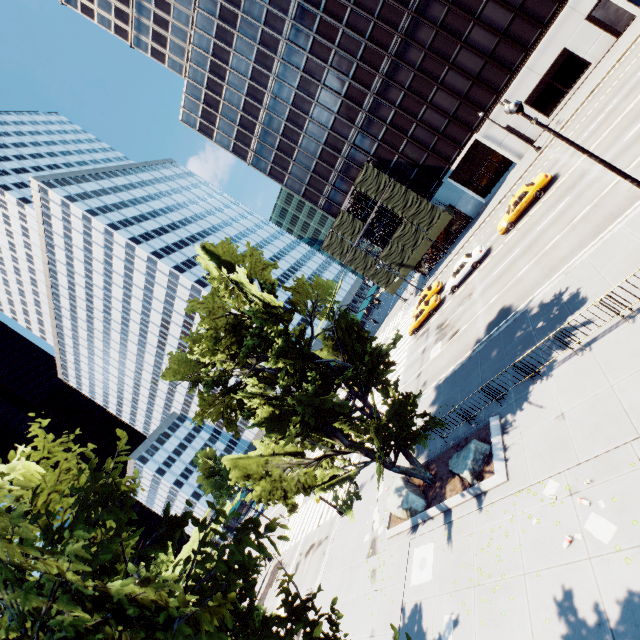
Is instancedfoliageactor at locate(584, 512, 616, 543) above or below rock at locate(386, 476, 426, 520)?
below

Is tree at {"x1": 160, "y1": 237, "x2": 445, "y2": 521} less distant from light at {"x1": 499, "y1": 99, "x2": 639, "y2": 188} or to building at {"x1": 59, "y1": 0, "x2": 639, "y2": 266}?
light at {"x1": 499, "y1": 99, "x2": 639, "y2": 188}

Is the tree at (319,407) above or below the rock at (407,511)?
above

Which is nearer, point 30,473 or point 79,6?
point 30,473

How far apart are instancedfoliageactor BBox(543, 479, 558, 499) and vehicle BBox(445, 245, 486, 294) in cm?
2243

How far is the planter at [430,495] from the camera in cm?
1212

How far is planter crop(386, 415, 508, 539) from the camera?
12.1m

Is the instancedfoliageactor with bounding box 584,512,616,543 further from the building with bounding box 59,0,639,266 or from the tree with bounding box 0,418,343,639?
the building with bounding box 59,0,639,266
